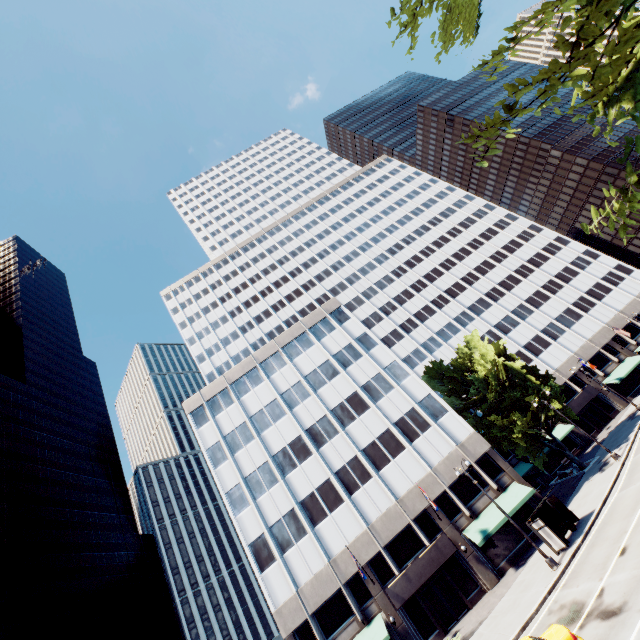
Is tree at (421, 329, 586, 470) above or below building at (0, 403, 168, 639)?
below

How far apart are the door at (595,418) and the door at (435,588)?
33.26m

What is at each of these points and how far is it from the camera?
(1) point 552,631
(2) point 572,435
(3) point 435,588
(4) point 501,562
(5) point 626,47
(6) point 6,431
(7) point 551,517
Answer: (1) vehicle, 12.5 meters
(2) building, 44.3 meters
(3) door, 26.7 meters
(4) building, 26.8 meters
(5) tree, 4.8 meters
(6) building, 57.2 meters
(7) bus stop, 23.0 meters

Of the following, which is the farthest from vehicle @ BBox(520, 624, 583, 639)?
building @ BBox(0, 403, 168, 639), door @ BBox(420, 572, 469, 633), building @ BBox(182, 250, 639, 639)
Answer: building @ BBox(0, 403, 168, 639)

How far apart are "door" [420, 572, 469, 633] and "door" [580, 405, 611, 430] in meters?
33.3

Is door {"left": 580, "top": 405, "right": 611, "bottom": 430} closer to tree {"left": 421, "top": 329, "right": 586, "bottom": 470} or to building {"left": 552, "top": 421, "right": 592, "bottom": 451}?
building {"left": 552, "top": 421, "right": 592, "bottom": 451}

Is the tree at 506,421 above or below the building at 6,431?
below

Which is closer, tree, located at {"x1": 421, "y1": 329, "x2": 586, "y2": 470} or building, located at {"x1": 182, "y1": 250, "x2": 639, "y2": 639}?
building, located at {"x1": 182, "y1": 250, "x2": 639, "y2": 639}
